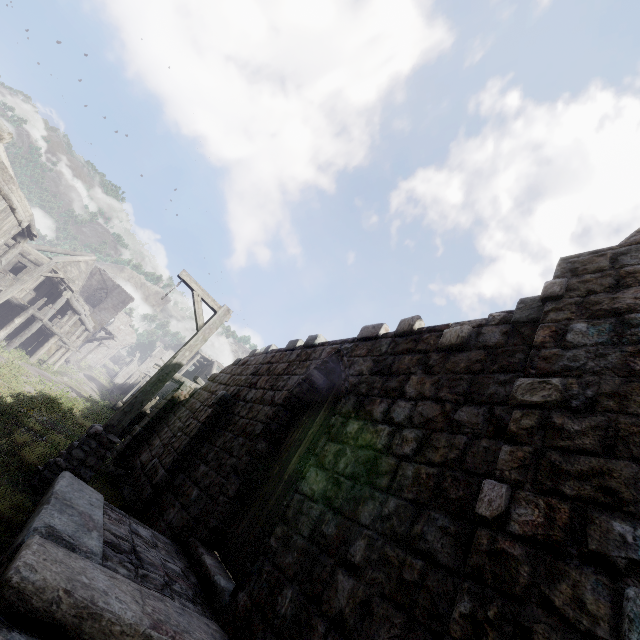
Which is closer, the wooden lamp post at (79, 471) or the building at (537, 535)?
the building at (537, 535)

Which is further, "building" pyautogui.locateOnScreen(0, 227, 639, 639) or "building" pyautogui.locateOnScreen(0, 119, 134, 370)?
"building" pyautogui.locateOnScreen(0, 119, 134, 370)

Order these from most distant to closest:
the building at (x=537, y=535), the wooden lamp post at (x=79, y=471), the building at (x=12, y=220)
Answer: the building at (x=12, y=220) < the wooden lamp post at (x=79, y=471) < the building at (x=537, y=535)

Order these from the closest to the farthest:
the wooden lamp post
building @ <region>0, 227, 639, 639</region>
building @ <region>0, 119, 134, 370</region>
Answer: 1. building @ <region>0, 227, 639, 639</region>
2. the wooden lamp post
3. building @ <region>0, 119, 134, 370</region>

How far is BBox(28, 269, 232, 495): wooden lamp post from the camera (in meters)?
5.70

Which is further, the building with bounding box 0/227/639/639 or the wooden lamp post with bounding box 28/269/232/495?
the wooden lamp post with bounding box 28/269/232/495

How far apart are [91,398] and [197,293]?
24.5 meters
